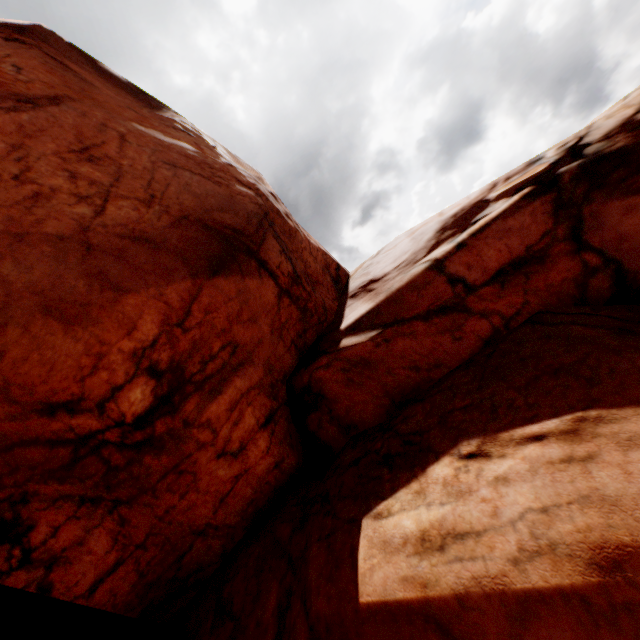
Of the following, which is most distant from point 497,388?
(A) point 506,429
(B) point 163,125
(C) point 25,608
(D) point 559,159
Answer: (C) point 25,608
